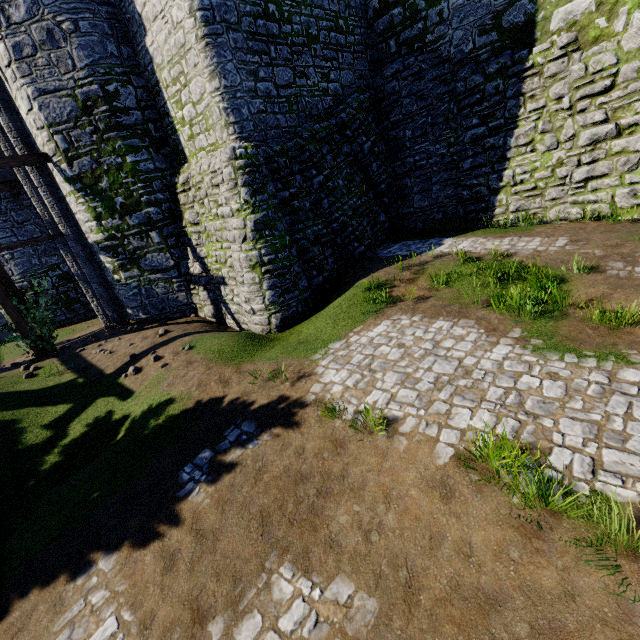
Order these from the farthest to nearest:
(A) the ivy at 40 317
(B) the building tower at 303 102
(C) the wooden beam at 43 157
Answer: (A) the ivy at 40 317 → (C) the wooden beam at 43 157 → (B) the building tower at 303 102

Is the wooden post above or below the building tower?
below

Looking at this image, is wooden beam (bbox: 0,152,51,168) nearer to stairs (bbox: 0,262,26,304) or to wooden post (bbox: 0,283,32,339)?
wooden post (bbox: 0,283,32,339)

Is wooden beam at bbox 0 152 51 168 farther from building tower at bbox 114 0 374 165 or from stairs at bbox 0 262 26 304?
building tower at bbox 114 0 374 165

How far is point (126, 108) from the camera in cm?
1128

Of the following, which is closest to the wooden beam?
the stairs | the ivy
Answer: the stairs

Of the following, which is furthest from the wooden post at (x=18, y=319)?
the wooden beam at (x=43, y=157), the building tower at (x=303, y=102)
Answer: the building tower at (x=303, y=102)

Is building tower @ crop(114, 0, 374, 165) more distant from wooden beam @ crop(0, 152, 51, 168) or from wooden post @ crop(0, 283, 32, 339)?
wooden post @ crop(0, 283, 32, 339)
